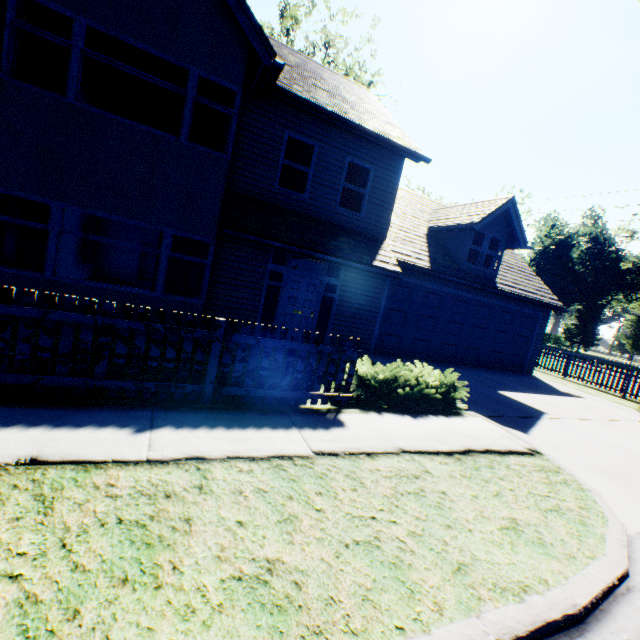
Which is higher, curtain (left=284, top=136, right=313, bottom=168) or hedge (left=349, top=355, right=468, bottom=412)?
curtain (left=284, top=136, right=313, bottom=168)

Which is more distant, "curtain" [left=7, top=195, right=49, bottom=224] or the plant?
the plant

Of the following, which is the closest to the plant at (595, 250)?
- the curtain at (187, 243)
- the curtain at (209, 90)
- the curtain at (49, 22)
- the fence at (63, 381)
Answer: the curtain at (49, 22)

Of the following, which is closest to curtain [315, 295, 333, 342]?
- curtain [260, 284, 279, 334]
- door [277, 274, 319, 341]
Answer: door [277, 274, 319, 341]

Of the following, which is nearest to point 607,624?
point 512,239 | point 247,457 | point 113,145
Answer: point 247,457

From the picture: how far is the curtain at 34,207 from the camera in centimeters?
645cm

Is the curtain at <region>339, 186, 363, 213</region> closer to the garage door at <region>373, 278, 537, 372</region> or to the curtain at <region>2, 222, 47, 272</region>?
the garage door at <region>373, 278, 537, 372</region>

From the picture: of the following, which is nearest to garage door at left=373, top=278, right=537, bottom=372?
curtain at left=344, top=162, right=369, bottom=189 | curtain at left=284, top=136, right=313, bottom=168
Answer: curtain at left=344, top=162, right=369, bottom=189
